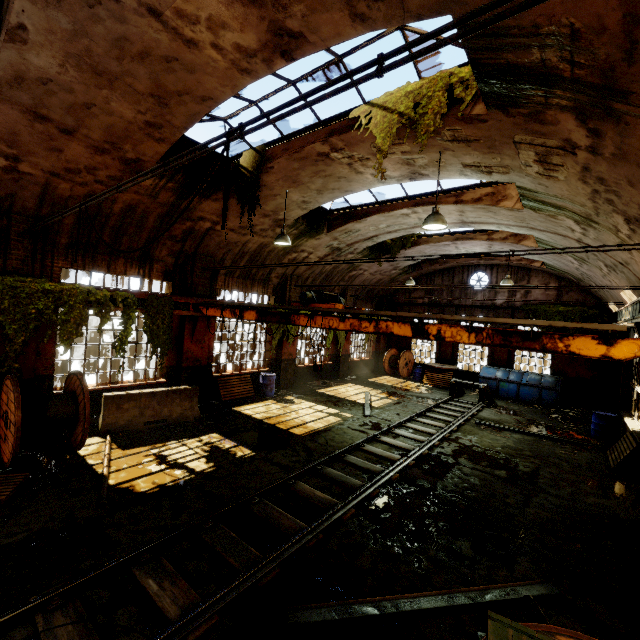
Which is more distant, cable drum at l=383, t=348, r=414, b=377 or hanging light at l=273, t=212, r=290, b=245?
cable drum at l=383, t=348, r=414, b=377

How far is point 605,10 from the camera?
2.75m

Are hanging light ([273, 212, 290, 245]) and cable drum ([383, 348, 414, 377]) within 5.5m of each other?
no

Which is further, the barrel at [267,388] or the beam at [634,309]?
the barrel at [267,388]

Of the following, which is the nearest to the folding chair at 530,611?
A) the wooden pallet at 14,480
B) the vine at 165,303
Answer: the wooden pallet at 14,480

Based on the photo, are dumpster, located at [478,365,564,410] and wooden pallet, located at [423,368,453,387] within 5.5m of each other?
yes

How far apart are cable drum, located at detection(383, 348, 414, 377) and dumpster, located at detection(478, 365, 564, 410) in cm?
486

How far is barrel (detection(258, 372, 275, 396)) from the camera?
13.91m
